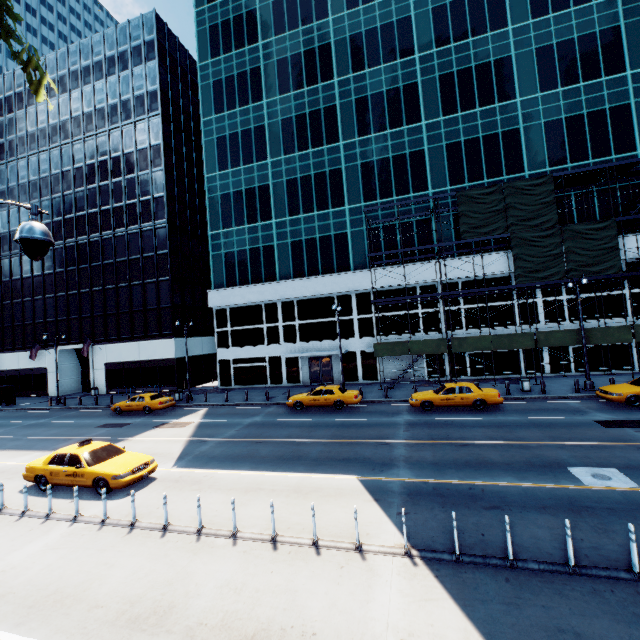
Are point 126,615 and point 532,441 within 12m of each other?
no

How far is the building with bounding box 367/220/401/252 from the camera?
30.86m

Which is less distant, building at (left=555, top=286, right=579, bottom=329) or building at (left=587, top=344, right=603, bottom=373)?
building at (left=587, top=344, right=603, bottom=373)

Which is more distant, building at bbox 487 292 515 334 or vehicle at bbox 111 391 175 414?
building at bbox 487 292 515 334

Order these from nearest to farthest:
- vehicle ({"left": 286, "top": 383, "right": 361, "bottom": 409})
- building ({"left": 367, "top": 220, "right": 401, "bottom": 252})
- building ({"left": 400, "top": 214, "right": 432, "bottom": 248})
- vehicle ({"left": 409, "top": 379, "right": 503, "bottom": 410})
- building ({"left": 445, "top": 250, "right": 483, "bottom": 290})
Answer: vehicle ({"left": 409, "top": 379, "right": 503, "bottom": 410})
vehicle ({"left": 286, "top": 383, "right": 361, "bottom": 409})
building ({"left": 445, "top": 250, "right": 483, "bottom": 290})
building ({"left": 400, "top": 214, "right": 432, "bottom": 248})
building ({"left": 367, "top": 220, "right": 401, "bottom": 252})

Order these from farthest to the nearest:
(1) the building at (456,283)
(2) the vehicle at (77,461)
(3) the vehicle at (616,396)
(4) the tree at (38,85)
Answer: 1. (1) the building at (456,283)
2. (3) the vehicle at (616,396)
3. (2) the vehicle at (77,461)
4. (4) the tree at (38,85)

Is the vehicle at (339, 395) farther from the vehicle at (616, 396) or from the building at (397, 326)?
the vehicle at (616, 396)
